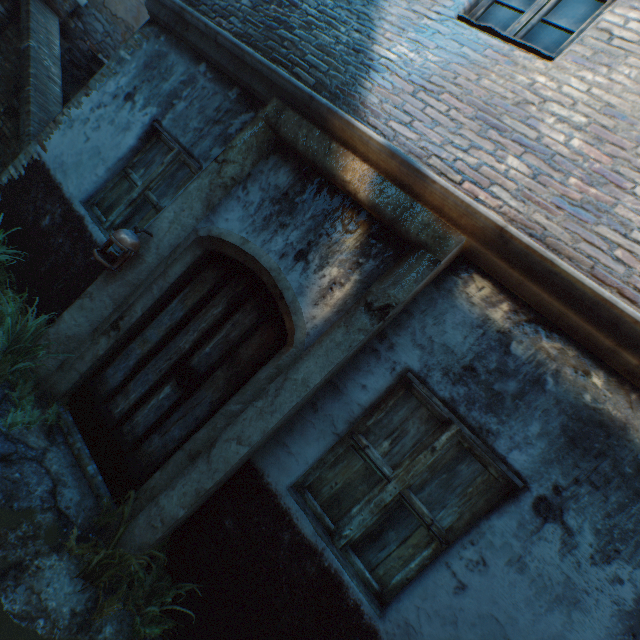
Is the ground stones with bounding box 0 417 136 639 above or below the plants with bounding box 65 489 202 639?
below

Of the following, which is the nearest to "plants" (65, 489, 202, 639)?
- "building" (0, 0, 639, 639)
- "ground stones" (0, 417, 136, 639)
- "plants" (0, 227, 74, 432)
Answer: "ground stones" (0, 417, 136, 639)

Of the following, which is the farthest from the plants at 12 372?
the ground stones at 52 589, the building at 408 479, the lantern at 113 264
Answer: the building at 408 479

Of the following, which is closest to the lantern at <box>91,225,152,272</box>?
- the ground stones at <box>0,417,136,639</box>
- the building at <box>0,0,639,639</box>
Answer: the ground stones at <box>0,417,136,639</box>

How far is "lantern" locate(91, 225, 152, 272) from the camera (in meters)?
2.82

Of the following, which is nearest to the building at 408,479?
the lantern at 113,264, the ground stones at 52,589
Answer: the ground stones at 52,589

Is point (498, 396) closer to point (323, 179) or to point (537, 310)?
point (537, 310)

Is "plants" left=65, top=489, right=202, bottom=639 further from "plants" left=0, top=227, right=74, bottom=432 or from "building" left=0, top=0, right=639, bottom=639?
"building" left=0, top=0, right=639, bottom=639
